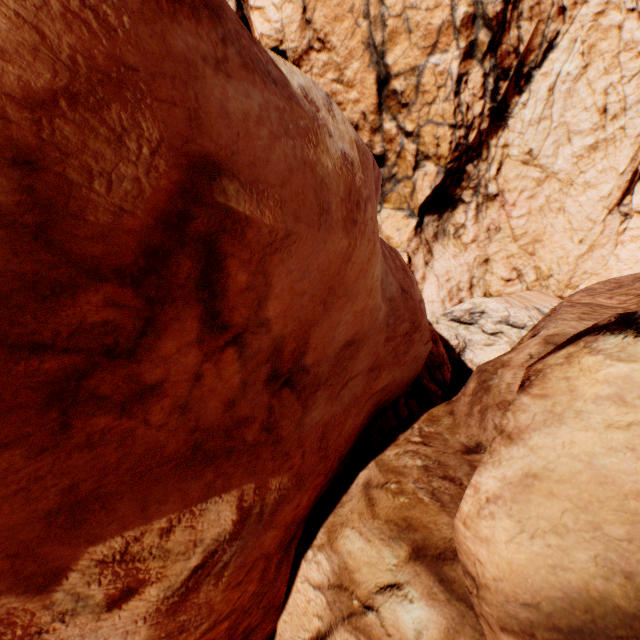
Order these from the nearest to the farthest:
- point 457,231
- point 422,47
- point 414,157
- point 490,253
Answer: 1. point 422,47
2. point 414,157
3. point 490,253
4. point 457,231
